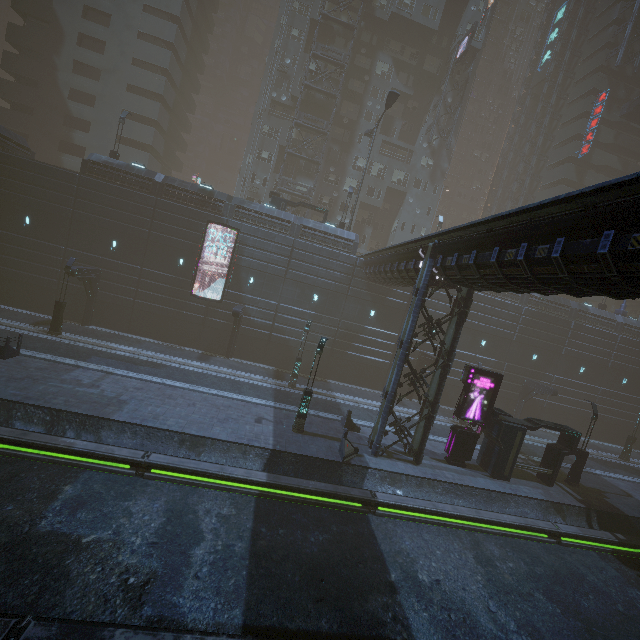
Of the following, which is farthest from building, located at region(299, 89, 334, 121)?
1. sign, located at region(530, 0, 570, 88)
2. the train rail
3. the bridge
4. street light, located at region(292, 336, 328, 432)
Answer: street light, located at region(292, 336, 328, 432)

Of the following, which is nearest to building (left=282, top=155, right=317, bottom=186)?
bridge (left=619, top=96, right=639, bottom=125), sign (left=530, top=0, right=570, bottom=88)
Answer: bridge (left=619, top=96, right=639, bottom=125)

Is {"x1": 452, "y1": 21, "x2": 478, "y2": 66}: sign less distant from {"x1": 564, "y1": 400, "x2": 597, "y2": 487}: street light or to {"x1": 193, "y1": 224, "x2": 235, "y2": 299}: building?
{"x1": 193, "y1": 224, "x2": 235, "y2": 299}: building

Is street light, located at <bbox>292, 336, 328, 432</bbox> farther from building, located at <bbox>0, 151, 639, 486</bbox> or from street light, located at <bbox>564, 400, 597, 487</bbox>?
street light, located at <bbox>564, 400, 597, 487</bbox>

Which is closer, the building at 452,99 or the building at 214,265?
the building at 214,265

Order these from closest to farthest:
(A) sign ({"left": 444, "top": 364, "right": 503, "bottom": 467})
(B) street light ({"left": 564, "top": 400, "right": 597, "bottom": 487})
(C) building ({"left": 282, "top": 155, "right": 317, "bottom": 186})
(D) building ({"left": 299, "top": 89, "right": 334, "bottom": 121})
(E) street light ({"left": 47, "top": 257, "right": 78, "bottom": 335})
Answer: (A) sign ({"left": 444, "top": 364, "right": 503, "bottom": 467}) < (B) street light ({"left": 564, "top": 400, "right": 597, "bottom": 487}) < (E) street light ({"left": 47, "top": 257, "right": 78, "bottom": 335}) < (D) building ({"left": 299, "top": 89, "right": 334, "bottom": 121}) < (C) building ({"left": 282, "top": 155, "right": 317, "bottom": 186})

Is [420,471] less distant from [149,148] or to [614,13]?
[149,148]

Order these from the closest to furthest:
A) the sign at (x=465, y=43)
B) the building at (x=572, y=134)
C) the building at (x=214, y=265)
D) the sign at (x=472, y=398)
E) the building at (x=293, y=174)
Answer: the sign at (x=472, y=398), the building at (x=214, y=265), the sign at (x=465, y=43), the building at (x=293, y=174), the building at (x=572, y=134)
